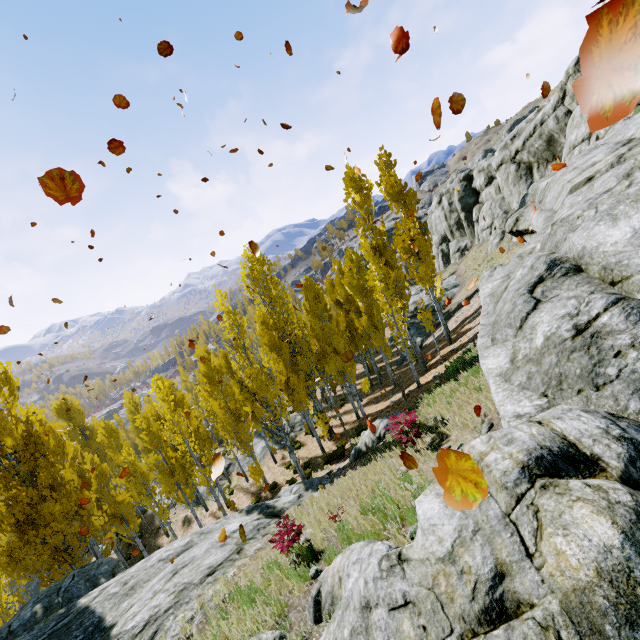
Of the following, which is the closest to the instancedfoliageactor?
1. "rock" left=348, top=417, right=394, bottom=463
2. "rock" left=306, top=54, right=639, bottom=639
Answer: "rock" left=306, top=54, right=639, bottom=639

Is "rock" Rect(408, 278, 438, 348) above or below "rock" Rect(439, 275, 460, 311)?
below

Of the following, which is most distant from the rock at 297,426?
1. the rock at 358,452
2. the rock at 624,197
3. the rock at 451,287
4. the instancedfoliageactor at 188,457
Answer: the rock at 624,197

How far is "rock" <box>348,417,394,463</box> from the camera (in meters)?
13.66

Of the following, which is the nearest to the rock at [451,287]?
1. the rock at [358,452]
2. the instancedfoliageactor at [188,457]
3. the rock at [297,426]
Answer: the instancedfoliageactor at [188,457]

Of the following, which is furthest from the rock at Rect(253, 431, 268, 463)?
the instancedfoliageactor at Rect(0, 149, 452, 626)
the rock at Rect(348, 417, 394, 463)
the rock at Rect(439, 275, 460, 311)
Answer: the rock at Rect(348, 417, 394, 463)

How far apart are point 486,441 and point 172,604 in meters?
9.4

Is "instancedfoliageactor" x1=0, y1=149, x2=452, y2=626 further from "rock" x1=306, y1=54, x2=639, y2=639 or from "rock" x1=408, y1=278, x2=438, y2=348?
"rock" x1=408, y1=278, x2=438, y2=348
